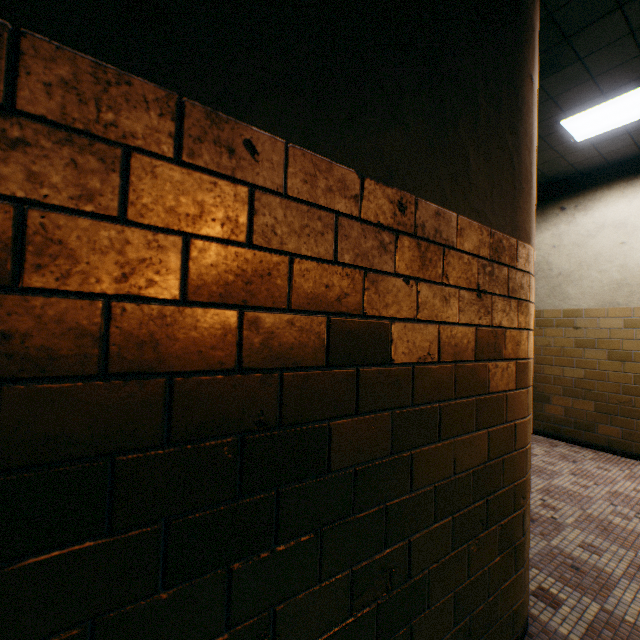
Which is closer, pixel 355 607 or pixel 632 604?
pixel 355 607
